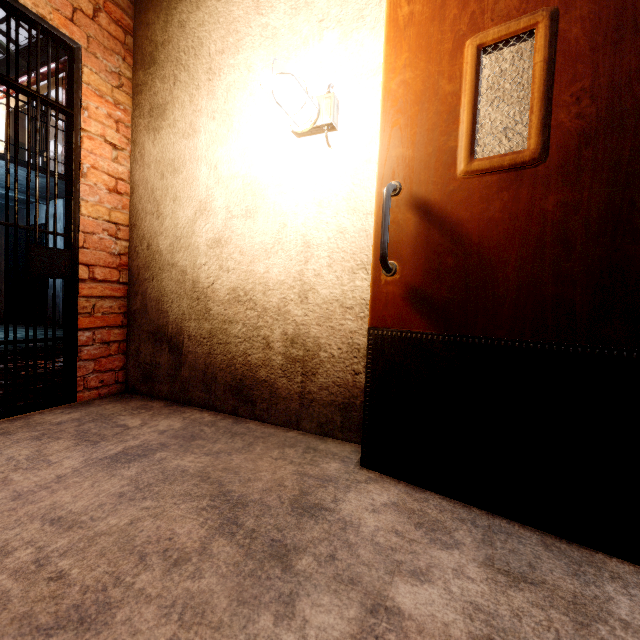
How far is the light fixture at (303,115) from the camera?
1.6 meters

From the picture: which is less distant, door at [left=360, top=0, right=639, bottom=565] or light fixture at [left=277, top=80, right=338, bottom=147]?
door at [left=360, top=0, right=639, bottom=565]

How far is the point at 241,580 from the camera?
0.86m

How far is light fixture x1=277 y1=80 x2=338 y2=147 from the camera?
1.61m

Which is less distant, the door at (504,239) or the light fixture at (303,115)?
the door at (504,239)
